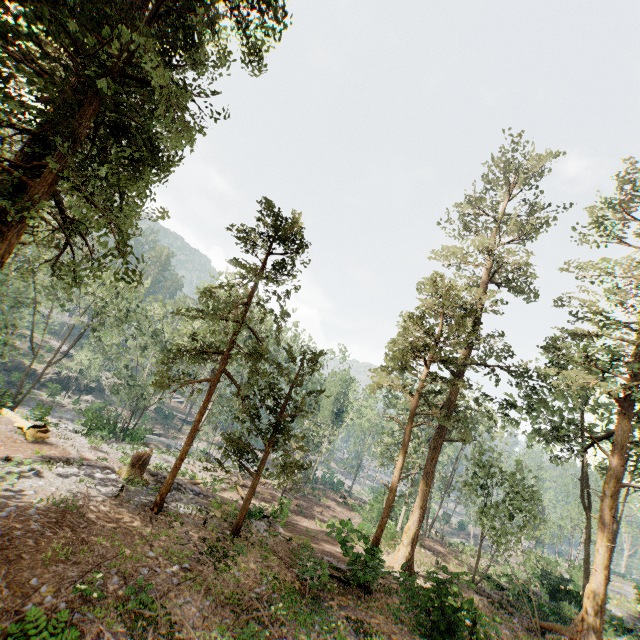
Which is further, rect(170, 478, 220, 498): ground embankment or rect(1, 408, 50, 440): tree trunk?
rect(1, 408, 50, 440): tree trunk

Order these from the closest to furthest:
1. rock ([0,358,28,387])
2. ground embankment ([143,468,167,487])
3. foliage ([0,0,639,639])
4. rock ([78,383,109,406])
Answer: foliage ([0,0,639,639]) → ground embankment ([143,468,167,487]) → rock ([0,358,28,387]) → rock ([78,383,109,406])

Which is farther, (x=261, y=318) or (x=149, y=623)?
(x=261, y=318)

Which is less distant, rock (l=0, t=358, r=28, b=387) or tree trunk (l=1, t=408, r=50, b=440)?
tree trunk (l=1, t=408, r=50, b=440)

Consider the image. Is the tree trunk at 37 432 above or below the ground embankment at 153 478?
below

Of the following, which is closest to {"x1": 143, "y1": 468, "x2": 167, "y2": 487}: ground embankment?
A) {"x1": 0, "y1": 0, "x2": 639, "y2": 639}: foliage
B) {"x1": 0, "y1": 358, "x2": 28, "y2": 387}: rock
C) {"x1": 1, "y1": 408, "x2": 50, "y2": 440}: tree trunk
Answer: {"x1": 0, "y1": 0, "x2": 639, "y2": 639}: foliage

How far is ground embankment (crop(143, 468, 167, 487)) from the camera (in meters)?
18.82

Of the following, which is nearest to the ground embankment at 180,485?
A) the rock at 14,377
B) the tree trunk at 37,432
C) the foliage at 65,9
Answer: the foliage at 65,9
